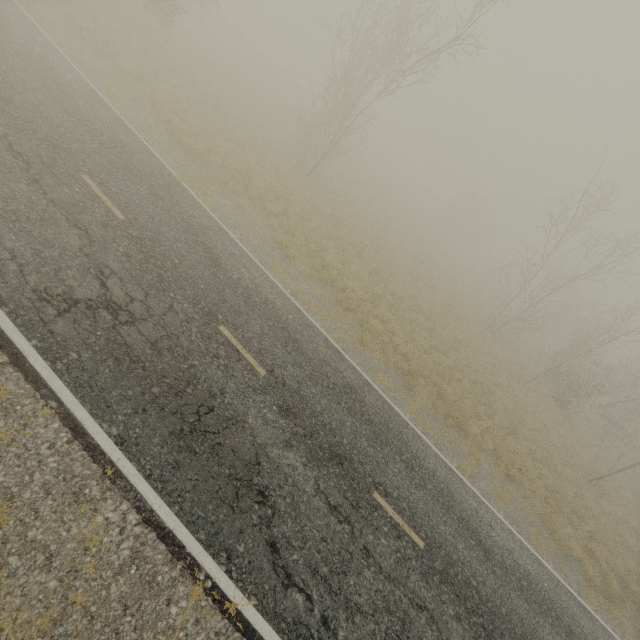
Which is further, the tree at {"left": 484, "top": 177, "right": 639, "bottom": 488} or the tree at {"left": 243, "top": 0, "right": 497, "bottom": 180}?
the tree at {"left": 484, "top": 177, "right": 639, "bottom": 488}

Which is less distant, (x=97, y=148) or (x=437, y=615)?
(x=437, y=615)

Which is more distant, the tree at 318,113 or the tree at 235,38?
the tree at 235,38

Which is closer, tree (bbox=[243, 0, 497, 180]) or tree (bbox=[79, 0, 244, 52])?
tree (bbox=[243, 0, 497, 180])

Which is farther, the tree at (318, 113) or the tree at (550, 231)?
the tree at (550, 231)
